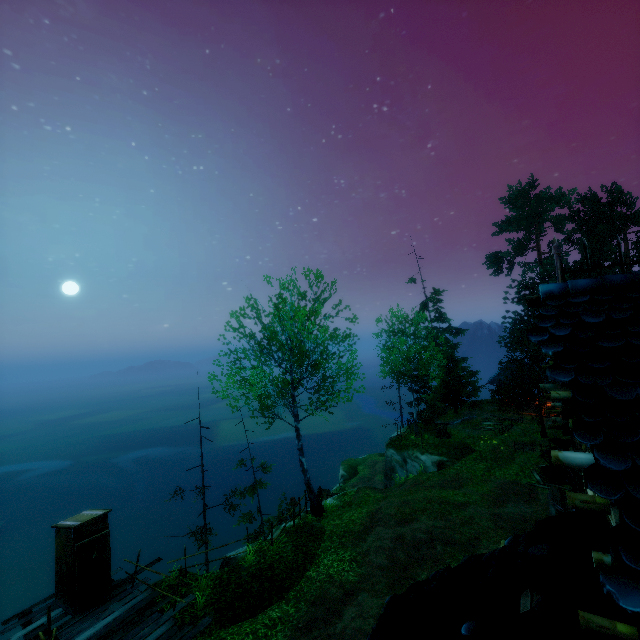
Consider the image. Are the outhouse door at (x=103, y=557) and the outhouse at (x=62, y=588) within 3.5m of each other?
yes

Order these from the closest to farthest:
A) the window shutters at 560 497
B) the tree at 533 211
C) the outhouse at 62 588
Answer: the window shutters at 560 497, the outhouse at 62 588, the tree at 533 211

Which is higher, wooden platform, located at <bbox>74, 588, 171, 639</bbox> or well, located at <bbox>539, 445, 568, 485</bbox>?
wooden platform, located at <bbox>74, 588, 171, 639</bbox>

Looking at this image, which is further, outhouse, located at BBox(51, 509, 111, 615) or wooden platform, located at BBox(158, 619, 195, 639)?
outhouse, located at BBox(51, 509, 111, 615)

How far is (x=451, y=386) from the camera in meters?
32.3

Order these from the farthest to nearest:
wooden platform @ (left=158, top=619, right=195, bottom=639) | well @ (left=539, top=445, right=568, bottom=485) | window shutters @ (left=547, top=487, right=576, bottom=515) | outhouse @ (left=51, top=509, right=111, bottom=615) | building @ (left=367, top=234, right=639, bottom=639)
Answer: well @ (left=539, top=445, right=568, bottom=485) → outhouse @ (left=51, top=509, right=111, bottom=615) → wooden platform @ (left=158, top=619, right=195, bottom=639) → window shutters @ (left=547, top=487, right=576, bottom=515) → building @ (left=367, top=234, right=639, bottom=639)

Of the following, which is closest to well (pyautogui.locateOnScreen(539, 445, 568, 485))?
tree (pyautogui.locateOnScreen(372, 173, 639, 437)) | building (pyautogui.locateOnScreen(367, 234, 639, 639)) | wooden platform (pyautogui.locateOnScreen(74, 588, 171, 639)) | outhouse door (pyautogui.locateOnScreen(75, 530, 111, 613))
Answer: tree (pyautogui.locateOnScreen(372, 173, 639, 437))

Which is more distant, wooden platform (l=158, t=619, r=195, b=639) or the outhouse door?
the outhouse door
